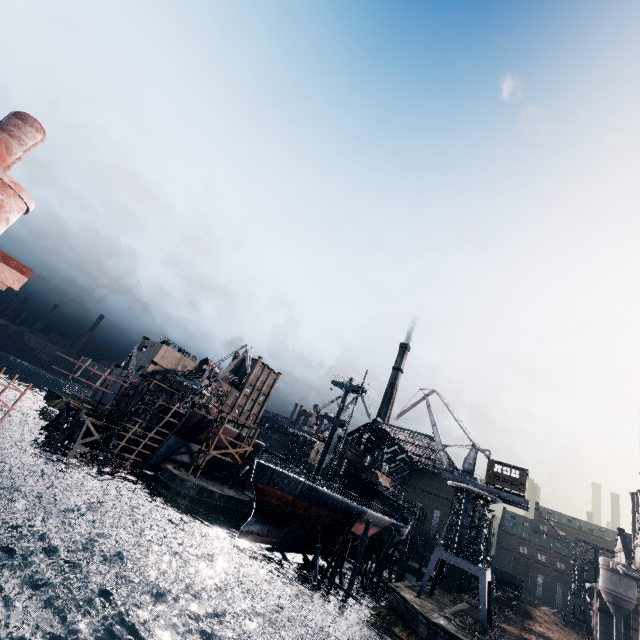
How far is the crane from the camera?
38.53m

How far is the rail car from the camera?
57.62m

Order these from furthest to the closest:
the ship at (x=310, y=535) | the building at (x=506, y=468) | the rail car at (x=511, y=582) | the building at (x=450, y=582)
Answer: the rail car at (x=511, y=582), the building at (x=450, y=582), the building at (x=506, y=468), the ship at (x=310, y=535)

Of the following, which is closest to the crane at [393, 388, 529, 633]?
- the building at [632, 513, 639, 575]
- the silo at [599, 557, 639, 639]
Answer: the building at [632, 513, 639, 575]

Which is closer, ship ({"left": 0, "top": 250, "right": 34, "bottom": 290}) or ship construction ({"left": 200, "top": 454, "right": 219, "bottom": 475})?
ship ({"left": 0, "top": 250, "right": 34, "bottom": 290})

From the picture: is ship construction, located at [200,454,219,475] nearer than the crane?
No

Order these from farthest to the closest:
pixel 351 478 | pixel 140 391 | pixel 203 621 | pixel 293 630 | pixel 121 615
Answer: pixel 351 478 → pixel 140 391 → pixel 293 630 → pixel 203 621 → pixel 121 615

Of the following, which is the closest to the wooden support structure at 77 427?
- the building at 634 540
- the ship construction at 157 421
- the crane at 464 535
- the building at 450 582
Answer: the ship construction at 157 421
